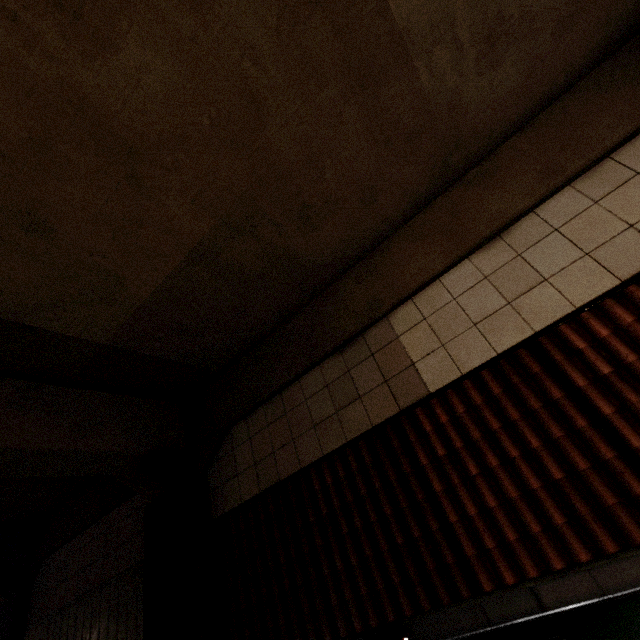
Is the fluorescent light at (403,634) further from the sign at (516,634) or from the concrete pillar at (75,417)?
Answer: the concrete pillar at (75,417)

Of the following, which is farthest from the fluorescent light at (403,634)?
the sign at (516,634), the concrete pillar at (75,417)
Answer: the concrete pillar at (75,417)

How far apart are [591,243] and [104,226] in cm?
496

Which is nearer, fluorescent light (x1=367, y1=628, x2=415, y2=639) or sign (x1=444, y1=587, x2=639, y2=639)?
sign (x1=444, y1=587, x2=639, y2=639)

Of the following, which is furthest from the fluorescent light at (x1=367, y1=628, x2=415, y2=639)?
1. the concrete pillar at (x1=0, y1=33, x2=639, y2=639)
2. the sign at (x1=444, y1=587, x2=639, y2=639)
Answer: the concrete pillar at (x1=0, y1=33, x2=639, y2=639)

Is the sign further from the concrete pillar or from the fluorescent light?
the concrete pillar
